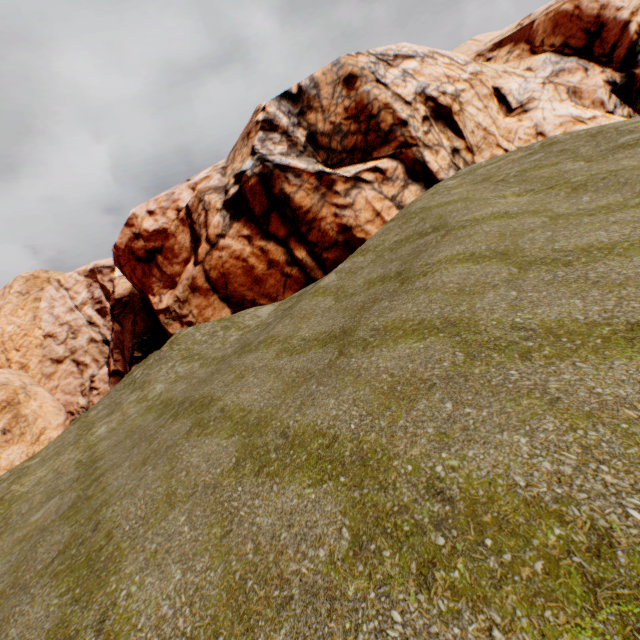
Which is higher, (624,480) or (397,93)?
(397,93)
